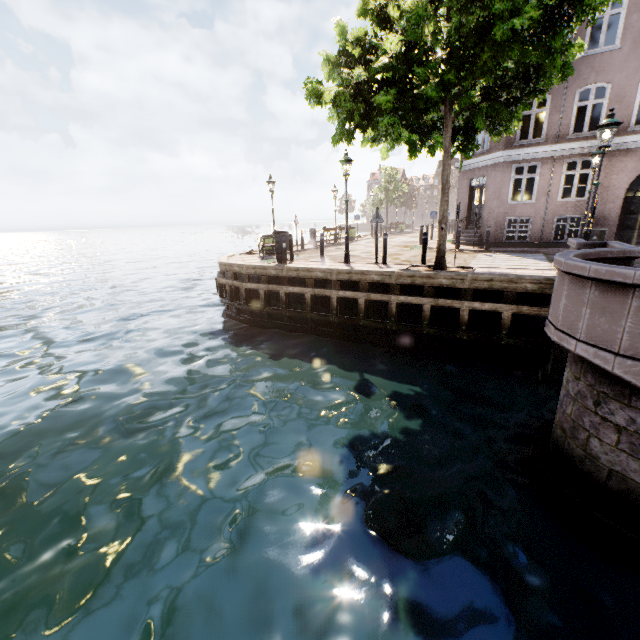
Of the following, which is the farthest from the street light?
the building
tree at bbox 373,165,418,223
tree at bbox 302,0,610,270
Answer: tree at bbox 373,165,418,223

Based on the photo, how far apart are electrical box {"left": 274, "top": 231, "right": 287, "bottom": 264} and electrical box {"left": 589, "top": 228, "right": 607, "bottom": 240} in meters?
13.3

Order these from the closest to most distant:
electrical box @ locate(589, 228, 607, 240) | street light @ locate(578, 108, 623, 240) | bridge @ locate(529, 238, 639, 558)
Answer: bridge @ locate(529, 238, 639, 558)
street light @ locate(578, 108, 623, 240)
electrical box @ locate(589, 228, 607, 240)

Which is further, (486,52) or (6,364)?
(6,364)

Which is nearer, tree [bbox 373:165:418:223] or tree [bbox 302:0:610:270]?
tree [bbox 302:0:610:270]

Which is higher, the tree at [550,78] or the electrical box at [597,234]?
the tree at [550,78]

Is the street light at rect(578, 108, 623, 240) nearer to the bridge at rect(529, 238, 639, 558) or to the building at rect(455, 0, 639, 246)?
the bridge at rect(529, 238, 639, 558)

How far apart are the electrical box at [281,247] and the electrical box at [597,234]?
13.3 meters
